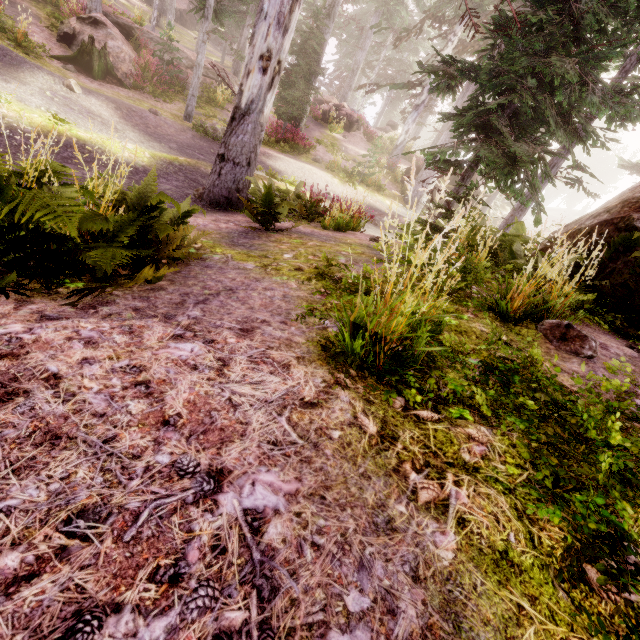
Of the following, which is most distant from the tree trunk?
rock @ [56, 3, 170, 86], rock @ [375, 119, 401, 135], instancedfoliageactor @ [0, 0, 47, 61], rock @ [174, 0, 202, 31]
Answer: rock @ [174, 0, 202, 31]

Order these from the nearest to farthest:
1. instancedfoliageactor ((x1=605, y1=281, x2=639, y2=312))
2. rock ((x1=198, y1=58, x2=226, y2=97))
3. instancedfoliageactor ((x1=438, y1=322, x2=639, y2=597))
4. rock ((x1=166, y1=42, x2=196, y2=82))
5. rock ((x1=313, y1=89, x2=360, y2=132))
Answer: instancedfoliageactor ((x1=438, y1=322, x2=639, y2=597))
instancedfoliageactor ((x1=605, y1=281, x2=639, y2=312))
rock ((x1=166, y1=42, x2=196, y2=82))
rock ((x1=198, y1=58, x2=226, y2=97))
rock ((x1=313, y1=89, x2=360, y2=132))

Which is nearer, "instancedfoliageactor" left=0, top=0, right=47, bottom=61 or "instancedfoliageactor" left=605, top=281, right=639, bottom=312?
"instancedfoliageactor" left=605, top=281, right=639, bottom=312

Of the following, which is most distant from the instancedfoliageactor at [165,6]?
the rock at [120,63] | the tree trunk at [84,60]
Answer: the tree trunk at [84,60]

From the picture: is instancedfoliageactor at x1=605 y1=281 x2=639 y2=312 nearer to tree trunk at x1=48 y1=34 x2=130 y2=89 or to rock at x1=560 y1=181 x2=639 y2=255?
rock at x1=560 y1=181 x2=639 y2=255

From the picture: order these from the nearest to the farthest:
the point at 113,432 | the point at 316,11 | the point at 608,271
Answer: the point at 113,432 → the point at 608,271 → the point at 316,11

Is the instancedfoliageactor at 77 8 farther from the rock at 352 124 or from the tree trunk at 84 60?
the tree trunk at 84 60

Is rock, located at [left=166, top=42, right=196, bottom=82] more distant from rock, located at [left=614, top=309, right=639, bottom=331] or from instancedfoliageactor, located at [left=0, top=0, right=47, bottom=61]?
rock, located at [left=614, top=309, right=639, bottom=331]
